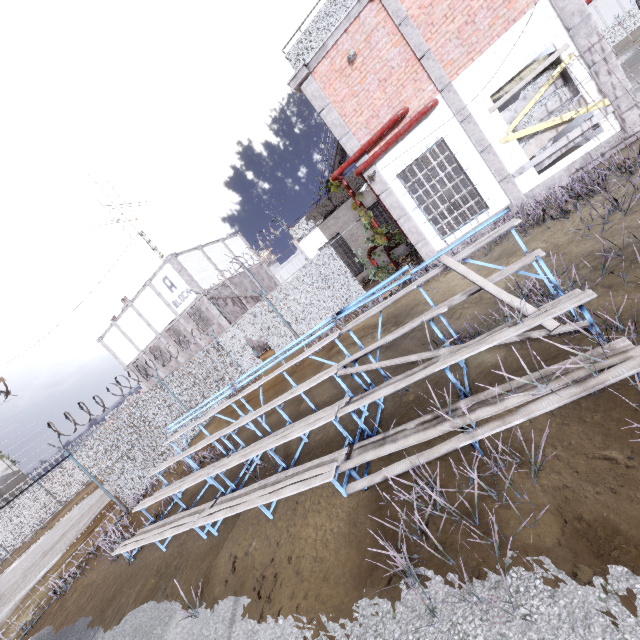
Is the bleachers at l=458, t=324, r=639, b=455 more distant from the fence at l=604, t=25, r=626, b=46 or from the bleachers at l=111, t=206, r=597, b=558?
the fence at l=604, t=25, r=626, b=46

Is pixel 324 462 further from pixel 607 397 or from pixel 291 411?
pixel 291 411

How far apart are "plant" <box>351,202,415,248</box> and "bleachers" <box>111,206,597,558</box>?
5.79m

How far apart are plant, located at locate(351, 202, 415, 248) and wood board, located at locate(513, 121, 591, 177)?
3.90m

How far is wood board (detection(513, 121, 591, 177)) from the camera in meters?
8.4

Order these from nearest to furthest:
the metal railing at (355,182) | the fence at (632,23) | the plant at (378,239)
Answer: the plant at (378,239), the metal railing at (355,182), the fence at (632,23)

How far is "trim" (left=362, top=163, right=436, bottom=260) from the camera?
10.2m

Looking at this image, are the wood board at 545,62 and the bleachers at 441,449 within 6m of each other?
no
